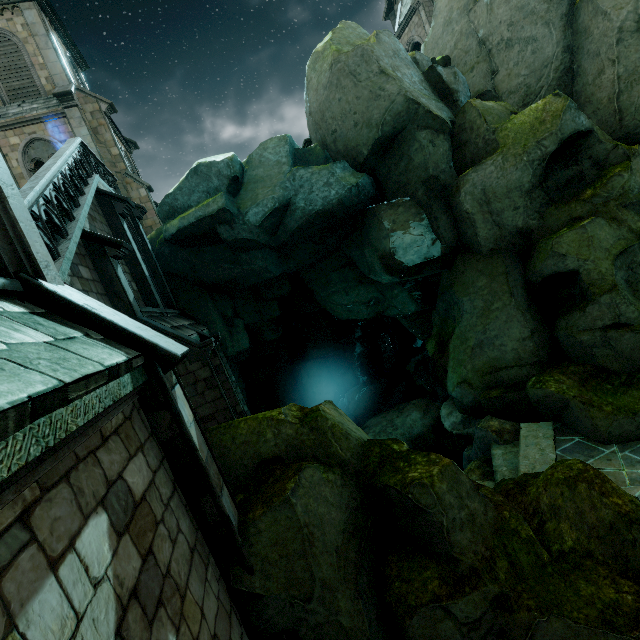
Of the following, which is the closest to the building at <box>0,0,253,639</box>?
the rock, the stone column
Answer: the rock

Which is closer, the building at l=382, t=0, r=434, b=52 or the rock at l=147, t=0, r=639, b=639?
the rock at l=147, t=0, r=639, b=639

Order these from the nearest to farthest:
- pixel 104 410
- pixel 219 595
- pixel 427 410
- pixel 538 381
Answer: pixel 104 410 < pixel 219 595 < pixel 538 381 < pixel 427 410

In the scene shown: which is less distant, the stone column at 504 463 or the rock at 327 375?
the rock at 327 375

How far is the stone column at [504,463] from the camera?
8.0 meters

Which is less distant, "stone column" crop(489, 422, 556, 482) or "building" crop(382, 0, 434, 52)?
"stone column" crop(489, 422, 556, 482)

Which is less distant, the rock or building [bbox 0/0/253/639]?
building [bbox 0/0/253/639]

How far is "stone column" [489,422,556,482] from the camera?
8.0m
